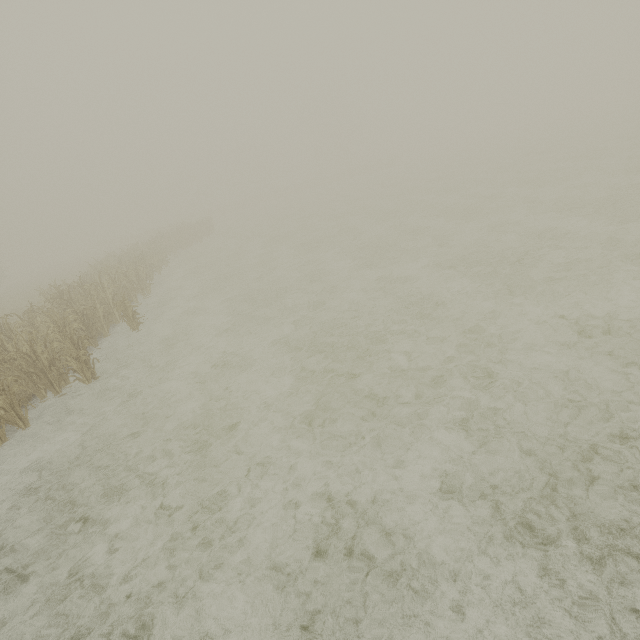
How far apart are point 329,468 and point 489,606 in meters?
2.3 m
